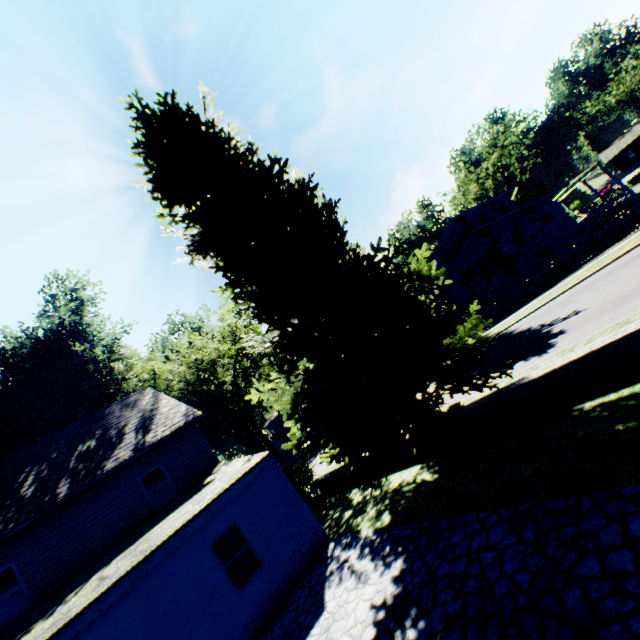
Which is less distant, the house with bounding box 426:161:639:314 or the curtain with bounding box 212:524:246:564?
A: the curtain with bounding box 212:524:246:564

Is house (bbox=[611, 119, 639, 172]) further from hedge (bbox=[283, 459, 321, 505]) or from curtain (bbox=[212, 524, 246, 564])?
curtain (bbox=[212, 524, 246, 564])

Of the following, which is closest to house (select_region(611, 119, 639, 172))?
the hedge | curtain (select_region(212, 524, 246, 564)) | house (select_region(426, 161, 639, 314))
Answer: house (select_region(426, 161, 639, 314))

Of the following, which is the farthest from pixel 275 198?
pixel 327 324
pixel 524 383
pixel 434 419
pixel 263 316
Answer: pixel 524 383

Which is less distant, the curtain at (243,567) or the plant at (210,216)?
the plant at (210,216)

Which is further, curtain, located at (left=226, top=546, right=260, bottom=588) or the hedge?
the hedge

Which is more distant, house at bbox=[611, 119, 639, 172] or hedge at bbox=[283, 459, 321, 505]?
house at bbox=[611, 119, 639, 172]

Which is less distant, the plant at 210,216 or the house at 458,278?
the plant at 210,216
